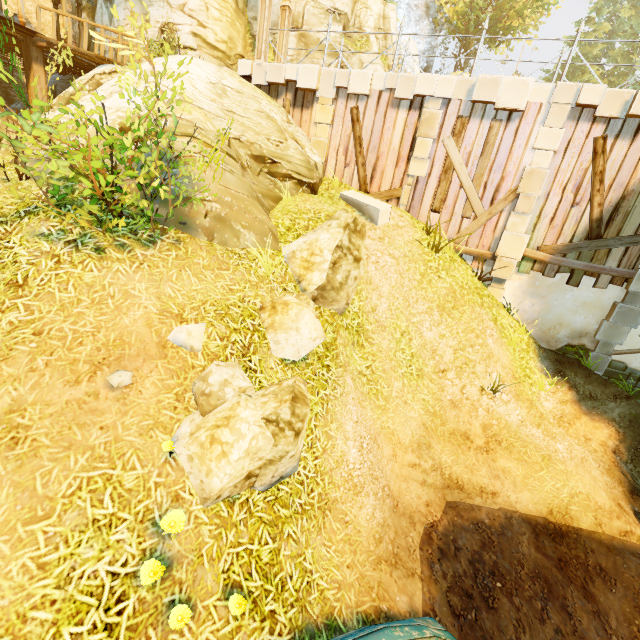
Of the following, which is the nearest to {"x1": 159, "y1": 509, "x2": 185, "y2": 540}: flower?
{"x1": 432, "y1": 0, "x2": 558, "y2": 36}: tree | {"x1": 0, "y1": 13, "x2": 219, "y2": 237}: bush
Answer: {"x1": 0, "y1": 13, "x2": 219, "y2": 237}: bush

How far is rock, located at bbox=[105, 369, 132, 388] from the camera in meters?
3.7 m

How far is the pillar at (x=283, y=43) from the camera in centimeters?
1141cm

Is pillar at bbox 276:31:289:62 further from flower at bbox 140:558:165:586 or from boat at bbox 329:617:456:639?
boat at bbox 329:617:456:639

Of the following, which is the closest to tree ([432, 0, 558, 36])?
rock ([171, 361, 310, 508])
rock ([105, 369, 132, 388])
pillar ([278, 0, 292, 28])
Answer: pillar ([278, 0, 292, 28])

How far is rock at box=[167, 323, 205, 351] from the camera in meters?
4.3 m

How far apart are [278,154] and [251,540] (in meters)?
9.24

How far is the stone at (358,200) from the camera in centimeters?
922cm
